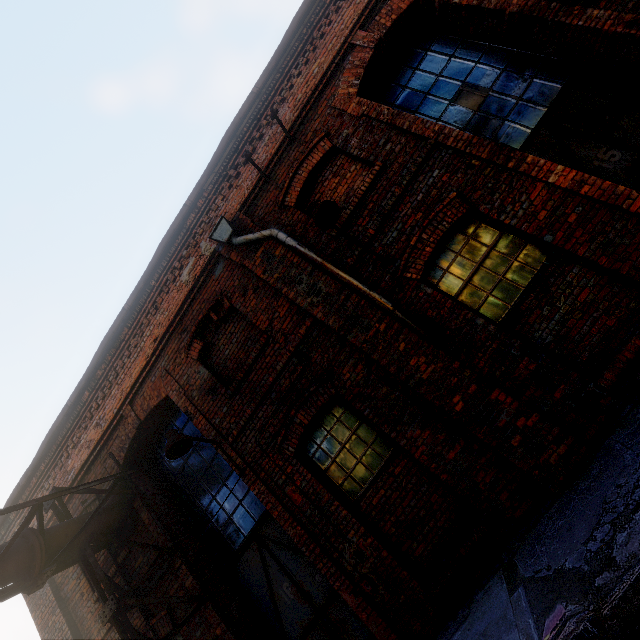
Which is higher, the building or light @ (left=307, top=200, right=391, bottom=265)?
light @ (left=307, top=200, right=391, bottom=265)

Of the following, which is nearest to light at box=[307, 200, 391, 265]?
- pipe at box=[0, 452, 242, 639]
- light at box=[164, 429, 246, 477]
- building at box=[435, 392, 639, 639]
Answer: building at box=[435, 392, 639, 639]

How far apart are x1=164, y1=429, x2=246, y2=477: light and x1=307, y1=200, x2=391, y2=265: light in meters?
3.9

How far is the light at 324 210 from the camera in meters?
4.5 m

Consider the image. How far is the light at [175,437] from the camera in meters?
5.0 m

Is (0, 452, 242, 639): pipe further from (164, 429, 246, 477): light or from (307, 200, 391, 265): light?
(307, 200, 391, 265): light

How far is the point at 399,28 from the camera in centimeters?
576cm

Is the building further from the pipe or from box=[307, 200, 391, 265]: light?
box=[307, 200, 391, 265]: light
